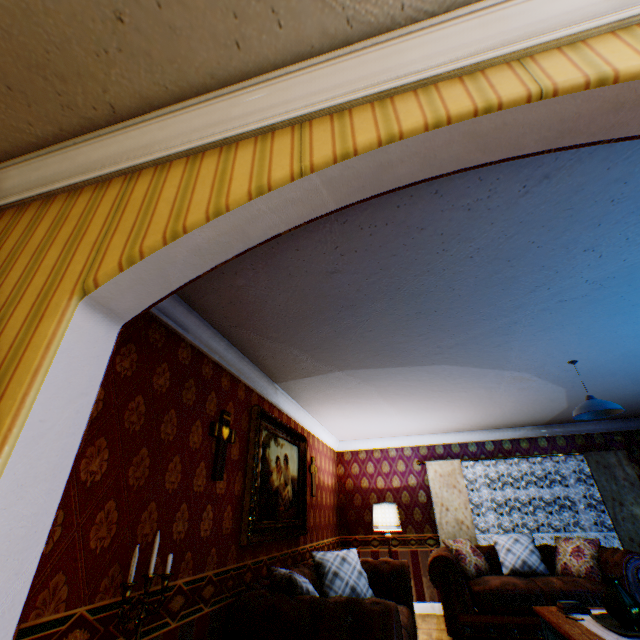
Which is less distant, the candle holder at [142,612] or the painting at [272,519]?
the candle holder at [142,612]

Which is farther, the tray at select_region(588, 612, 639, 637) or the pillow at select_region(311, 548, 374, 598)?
the pillow at select_region(311, 548, 374, 598)

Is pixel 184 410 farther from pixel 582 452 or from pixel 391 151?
pixel 582 452

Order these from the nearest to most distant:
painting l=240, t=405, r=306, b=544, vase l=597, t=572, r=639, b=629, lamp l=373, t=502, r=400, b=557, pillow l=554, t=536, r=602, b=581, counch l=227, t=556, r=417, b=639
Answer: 1. counch l=227, t=556, r=417, b=639
2. vase l=597, t=572, r=639, b=629
3. painting l=240, t=405, r=306, b=544
4. pillow l=554, t=536, r=602, b=581
5. lamp l=373, t=502, r=400, b=557

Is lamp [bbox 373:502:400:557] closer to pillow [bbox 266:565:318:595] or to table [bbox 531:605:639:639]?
table [bbox 531:605:639:639]

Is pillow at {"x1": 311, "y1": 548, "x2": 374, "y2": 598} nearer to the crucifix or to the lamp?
the lamp

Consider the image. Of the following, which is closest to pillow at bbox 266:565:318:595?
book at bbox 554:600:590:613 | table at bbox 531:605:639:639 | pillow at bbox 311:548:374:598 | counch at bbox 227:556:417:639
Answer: counch at bbox 227:556:417:639

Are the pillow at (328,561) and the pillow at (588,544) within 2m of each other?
no
